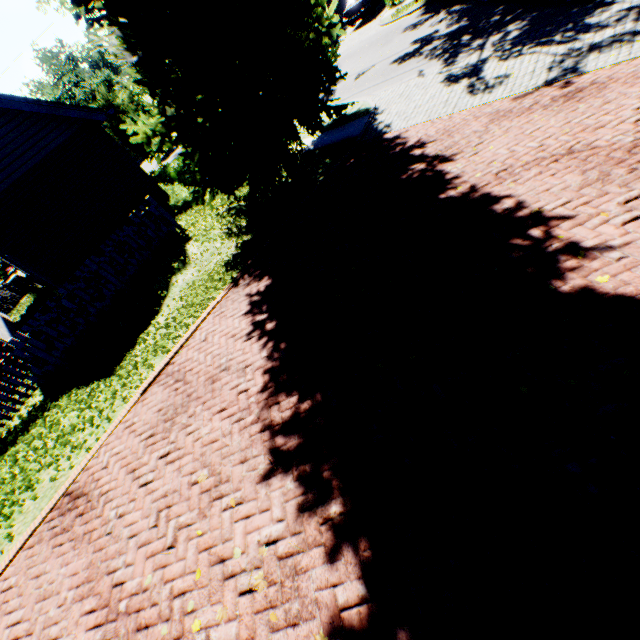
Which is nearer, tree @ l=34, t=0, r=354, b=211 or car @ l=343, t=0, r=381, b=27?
tree @ l=34, t=0, r=354, b=211

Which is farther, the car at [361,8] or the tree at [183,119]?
the car at [361,8]

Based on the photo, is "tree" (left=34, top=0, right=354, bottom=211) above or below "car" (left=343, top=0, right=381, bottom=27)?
above

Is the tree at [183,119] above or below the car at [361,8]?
above

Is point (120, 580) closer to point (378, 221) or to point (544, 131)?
point (378, 221)
